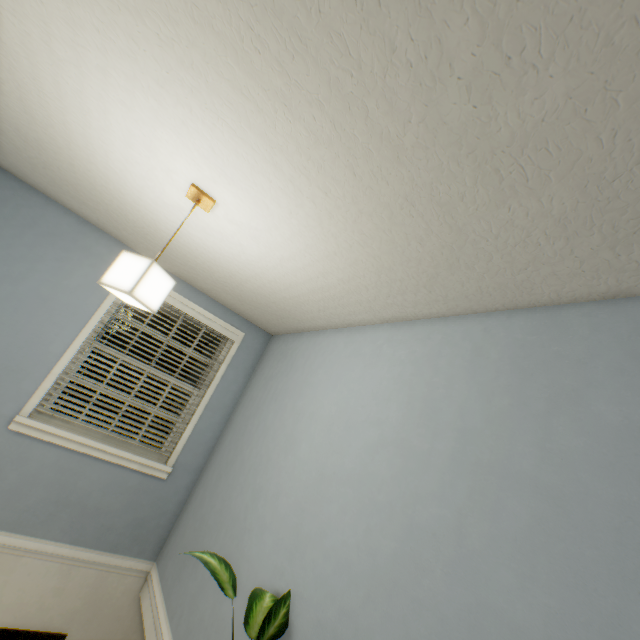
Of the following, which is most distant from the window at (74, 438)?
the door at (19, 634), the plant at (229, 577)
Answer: the plant at (229, 577)

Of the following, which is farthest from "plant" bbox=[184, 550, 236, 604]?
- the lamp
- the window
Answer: the window

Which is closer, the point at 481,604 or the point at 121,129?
the point at 481,604

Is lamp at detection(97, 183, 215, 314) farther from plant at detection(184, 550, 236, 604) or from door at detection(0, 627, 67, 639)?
door at detection(0, 627, 67, 639)

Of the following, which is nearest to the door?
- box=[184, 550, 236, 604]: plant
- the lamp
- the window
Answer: the window

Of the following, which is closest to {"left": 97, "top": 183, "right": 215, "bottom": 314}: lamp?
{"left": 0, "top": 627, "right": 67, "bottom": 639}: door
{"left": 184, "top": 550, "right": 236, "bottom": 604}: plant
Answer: {"left": 184, "top": 550, "right": 236, "bottom": 604}: plant

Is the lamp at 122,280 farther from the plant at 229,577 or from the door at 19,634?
the door at 19,634
